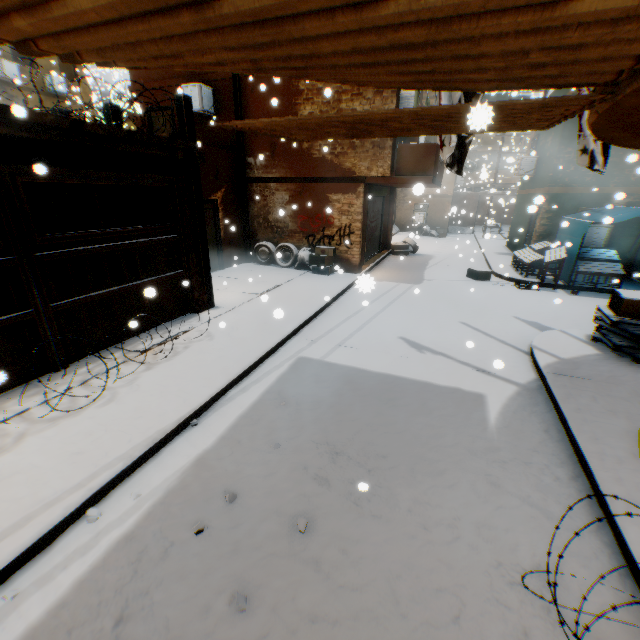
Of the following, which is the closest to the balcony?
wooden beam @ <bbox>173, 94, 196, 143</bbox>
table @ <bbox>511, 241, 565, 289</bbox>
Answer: wooden beam @ <bbox>173, 94, 196, 143</bbox>

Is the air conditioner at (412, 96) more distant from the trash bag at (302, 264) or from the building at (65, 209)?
the trash bag at (302, 264)

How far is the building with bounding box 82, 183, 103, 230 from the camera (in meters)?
7.70

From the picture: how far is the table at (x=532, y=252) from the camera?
10.68m

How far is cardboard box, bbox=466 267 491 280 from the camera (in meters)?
11.99

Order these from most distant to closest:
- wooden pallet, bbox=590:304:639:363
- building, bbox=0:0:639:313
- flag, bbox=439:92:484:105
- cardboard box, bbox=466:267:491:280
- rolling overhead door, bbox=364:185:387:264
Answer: rolling overhead door, bbox=364:185:387:264 → cardboard box, bbox=466:267:491:280 → wooden pallet, bbox=590:304:639:363 → flag, bbox=439:92:484:105 → building, bbox=0:0:639:313

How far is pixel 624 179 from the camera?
11.5m

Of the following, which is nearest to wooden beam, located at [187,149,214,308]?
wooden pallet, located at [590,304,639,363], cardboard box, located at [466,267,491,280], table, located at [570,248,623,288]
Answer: wooden pallet, located at [590,304,639,363]
